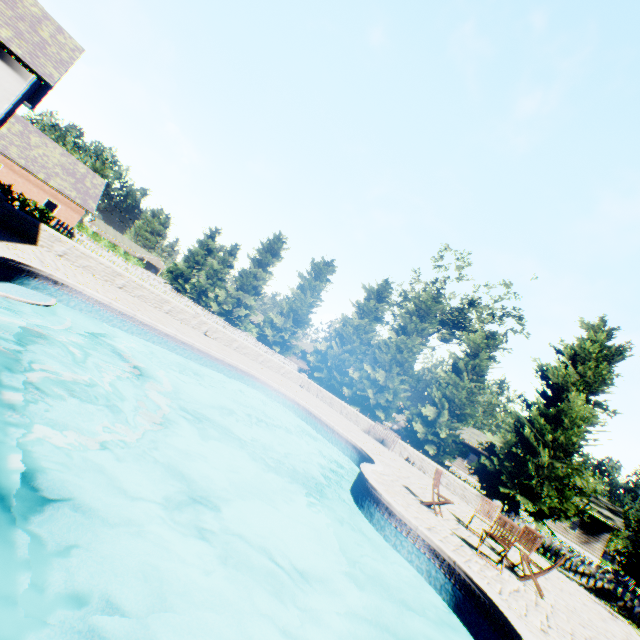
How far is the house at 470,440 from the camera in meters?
37.5

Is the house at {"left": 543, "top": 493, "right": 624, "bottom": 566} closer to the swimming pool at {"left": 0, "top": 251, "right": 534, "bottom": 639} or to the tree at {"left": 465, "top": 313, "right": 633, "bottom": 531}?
the tree at {"left": 465, "top": 313, "right": 633, "bottom": 531}

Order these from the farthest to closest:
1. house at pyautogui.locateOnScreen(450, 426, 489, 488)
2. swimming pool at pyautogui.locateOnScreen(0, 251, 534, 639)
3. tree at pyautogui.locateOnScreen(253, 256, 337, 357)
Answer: house at pyautogui.locateOnScreen(450, 426, 489, 488) < tree at pyautogui.locateOnScreen(253, 256, 337, 357) < swimming pool at pyautogui.locateOnScreen(0, 251, 534, 639)

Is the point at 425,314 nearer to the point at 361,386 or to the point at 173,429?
the point at 361,386

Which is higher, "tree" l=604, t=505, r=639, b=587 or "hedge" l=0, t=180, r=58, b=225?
"tree" l=604, t=505, r=639, b=587

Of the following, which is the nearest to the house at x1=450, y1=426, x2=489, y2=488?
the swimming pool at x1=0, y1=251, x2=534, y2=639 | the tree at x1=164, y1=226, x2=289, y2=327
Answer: the tree at x1=164, y1=226, x2=289, y2=327

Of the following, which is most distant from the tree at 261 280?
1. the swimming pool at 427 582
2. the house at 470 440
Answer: the swimming pool at 427 582
